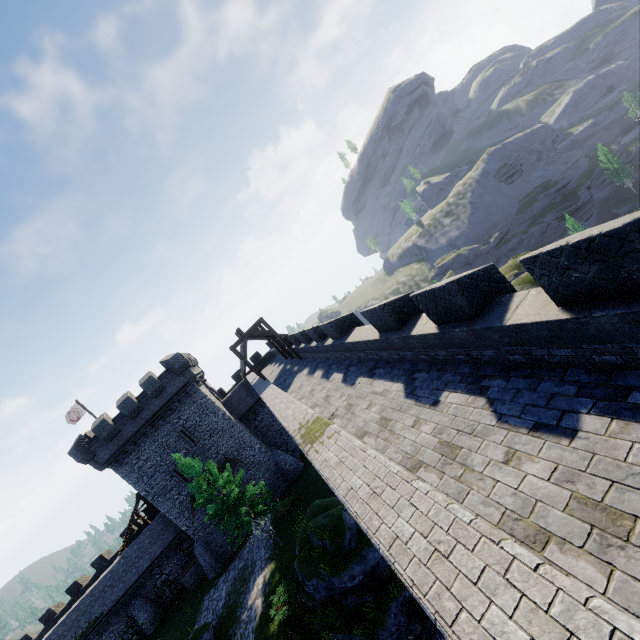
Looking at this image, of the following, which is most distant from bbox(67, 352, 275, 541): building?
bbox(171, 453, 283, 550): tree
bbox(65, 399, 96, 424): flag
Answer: bbox(171, 453, 283, 550): tree

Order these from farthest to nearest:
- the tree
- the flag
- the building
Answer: the flag
the building
the tree

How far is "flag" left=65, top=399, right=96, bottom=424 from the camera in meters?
32.9

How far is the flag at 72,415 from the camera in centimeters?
3288cm

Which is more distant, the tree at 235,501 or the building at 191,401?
the building at 191,401

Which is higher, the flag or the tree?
the flag

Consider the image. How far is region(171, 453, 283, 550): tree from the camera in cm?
2209

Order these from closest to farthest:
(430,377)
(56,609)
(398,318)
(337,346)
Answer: (430,377) < (398,318) < (337,346) < (56,609)
